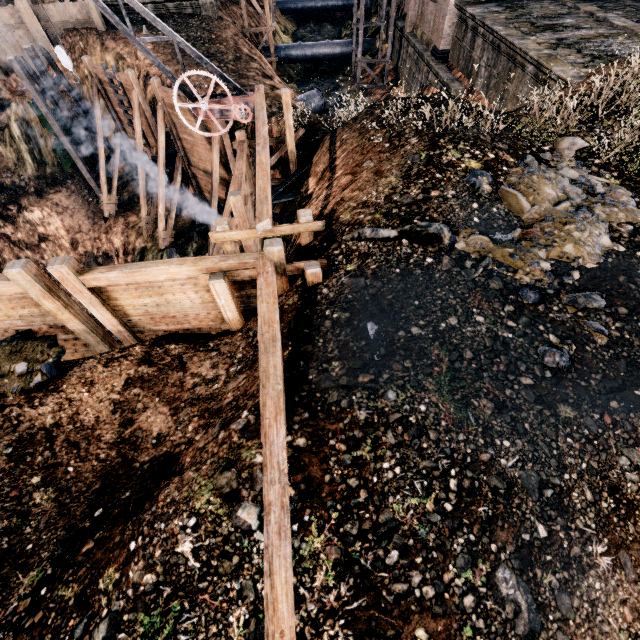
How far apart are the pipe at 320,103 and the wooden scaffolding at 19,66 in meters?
15.4 m

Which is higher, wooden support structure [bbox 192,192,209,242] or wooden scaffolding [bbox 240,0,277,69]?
wooden scaffolding [bbox 240,0,277,69]

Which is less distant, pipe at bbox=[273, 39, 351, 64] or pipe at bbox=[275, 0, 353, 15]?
pipe at bbox=[273, 39, 351, 64]

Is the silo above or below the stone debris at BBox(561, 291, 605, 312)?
below

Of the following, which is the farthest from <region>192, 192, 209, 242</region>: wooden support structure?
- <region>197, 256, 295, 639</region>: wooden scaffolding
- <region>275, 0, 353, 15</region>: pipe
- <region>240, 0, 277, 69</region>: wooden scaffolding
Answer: <region>275, 0, 353, 15</region>: pipe

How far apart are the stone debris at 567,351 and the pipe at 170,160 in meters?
22.6

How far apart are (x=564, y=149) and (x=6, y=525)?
15.30m

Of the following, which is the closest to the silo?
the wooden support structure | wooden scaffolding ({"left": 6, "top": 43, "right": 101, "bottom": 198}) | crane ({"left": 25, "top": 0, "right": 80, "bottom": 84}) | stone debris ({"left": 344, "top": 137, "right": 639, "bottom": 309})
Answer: the wooden support structure
